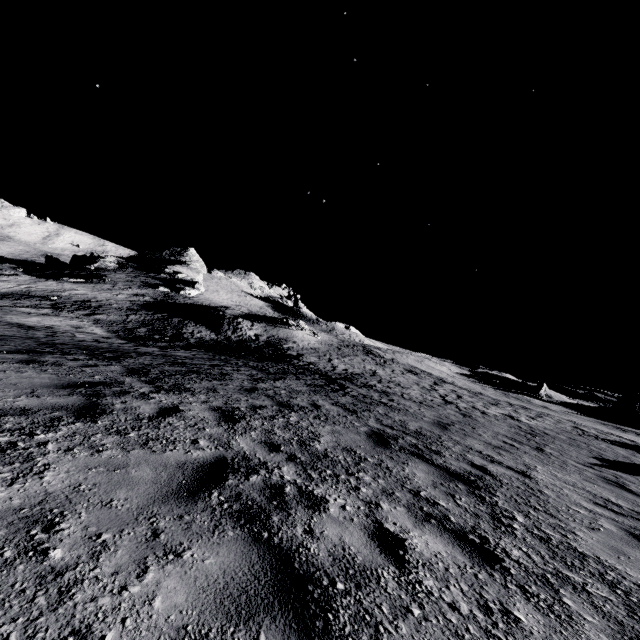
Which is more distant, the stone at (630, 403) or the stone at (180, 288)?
the stone at (180, 288)

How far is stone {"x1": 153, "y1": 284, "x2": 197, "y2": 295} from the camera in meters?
54.4

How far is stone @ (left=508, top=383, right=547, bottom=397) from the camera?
51.6 meters

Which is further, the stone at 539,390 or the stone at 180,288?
the stone at 180,288

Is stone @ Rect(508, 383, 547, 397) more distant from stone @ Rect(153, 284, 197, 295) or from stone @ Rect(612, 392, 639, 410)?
stone @ Rect(153, 284, 197, 295)

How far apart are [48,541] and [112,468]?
1.12m
